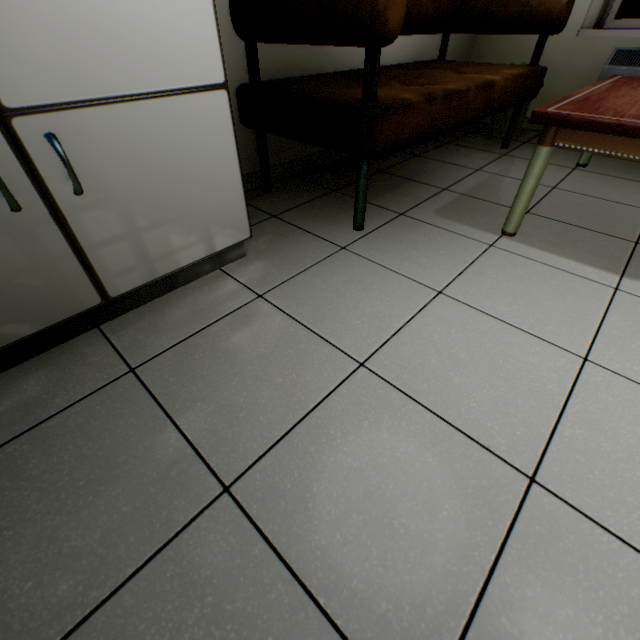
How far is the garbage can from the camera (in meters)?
2.81

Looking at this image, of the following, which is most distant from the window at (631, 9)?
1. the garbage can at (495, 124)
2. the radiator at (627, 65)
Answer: the garbage can at (495, 124)

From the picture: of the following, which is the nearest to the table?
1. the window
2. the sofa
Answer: the sofa

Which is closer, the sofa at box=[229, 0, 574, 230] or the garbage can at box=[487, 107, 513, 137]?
the sofa at box=[229, 0, 574, 230]

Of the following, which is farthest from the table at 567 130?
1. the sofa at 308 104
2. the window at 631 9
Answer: the window at 631 9

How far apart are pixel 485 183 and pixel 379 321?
1.6 meters

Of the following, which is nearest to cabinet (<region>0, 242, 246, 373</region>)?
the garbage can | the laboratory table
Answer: the laboratory table

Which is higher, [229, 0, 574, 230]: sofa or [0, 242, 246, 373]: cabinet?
[229, 0, 574, 230]: sofa
